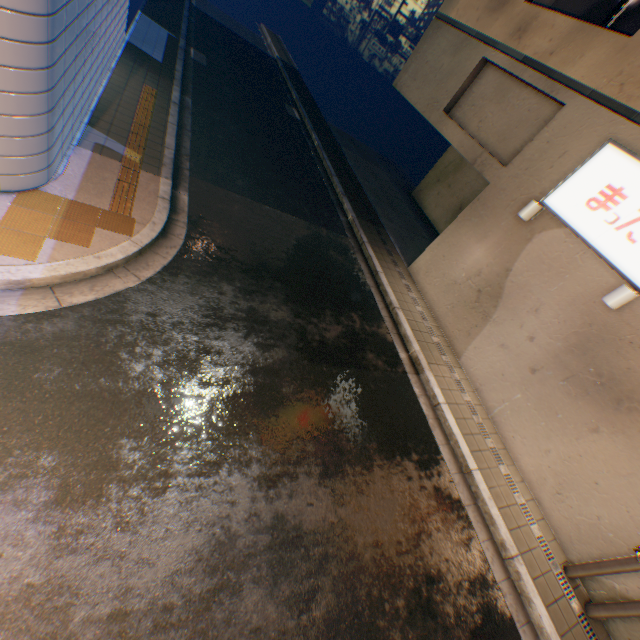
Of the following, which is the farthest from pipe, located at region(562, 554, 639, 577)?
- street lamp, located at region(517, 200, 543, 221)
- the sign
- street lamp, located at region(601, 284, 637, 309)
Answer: street lamp, located at region(517, 200, 543, 221)

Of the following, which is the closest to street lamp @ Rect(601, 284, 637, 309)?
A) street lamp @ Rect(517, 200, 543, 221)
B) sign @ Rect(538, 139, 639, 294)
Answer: sign @ Rect(538, 139, 639, 294)

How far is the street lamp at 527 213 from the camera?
7.24m

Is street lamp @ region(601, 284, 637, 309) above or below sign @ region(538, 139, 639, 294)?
below

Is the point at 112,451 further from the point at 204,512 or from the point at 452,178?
the point at 452,178

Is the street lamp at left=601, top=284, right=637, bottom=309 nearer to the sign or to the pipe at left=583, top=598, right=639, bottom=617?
the sign

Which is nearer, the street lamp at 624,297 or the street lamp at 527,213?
the street lamp at 624,297

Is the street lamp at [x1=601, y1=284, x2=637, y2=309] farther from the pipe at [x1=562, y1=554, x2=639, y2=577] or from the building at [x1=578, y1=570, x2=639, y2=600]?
the pipe at [x1=562, y1=554, x2=639, y2=577]
